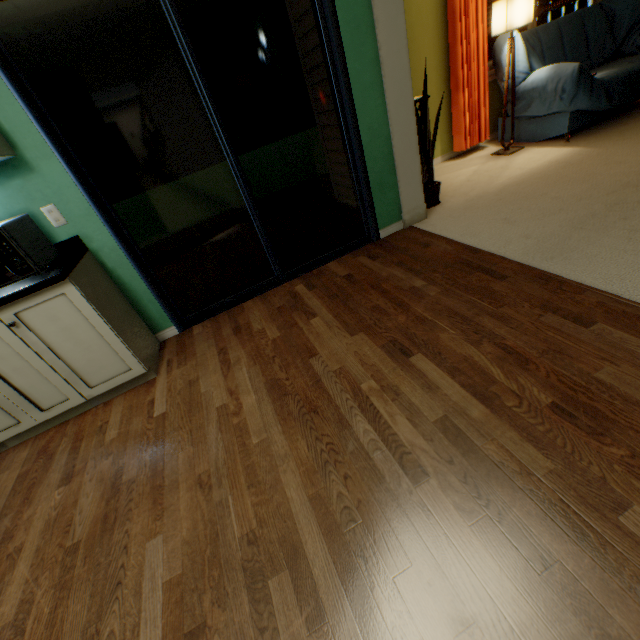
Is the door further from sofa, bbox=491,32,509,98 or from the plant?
sofa, bbox=491,32,509,98

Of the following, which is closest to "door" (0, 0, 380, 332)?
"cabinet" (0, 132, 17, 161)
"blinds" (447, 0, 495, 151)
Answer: "cabinet" (0, 132, 17, 161)

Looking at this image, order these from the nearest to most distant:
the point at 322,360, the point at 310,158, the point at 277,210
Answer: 1. the point at 322,360
2. the point at 277,210
3. the point at 310,158

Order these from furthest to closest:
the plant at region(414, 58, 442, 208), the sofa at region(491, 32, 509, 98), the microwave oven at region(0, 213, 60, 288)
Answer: the sofa at region(491, 32, 509, 98) < the plant at region(414, 58, 442, 208) < the microwave oven at region(0, 213, 60, 288)

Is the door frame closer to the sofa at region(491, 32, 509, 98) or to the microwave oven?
the sofa at region(491, 32, 509, 98)

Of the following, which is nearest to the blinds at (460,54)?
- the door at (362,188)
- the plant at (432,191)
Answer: the plant at (432,191)

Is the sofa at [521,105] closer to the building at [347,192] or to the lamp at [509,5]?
the lamp at [509,5]

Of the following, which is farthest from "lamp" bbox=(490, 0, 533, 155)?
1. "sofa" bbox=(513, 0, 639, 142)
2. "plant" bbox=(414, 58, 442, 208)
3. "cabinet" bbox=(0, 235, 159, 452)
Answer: "cabinet" bbox=(0, 235, 159, 452)
